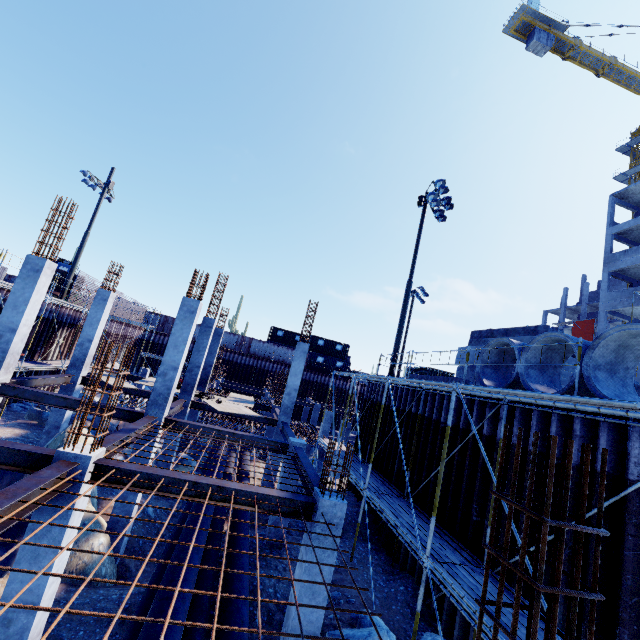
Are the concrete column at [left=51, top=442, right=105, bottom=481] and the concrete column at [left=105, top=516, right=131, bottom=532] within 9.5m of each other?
yes

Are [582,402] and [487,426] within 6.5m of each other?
yes

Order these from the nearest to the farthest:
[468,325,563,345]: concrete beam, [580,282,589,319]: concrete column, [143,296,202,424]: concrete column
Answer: [143,296,202,424]: concrete column → [468,325,563,345]: concrete beam → [580,282,589,319]: concrete column

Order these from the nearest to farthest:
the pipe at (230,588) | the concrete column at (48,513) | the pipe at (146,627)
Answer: the pipe at (146,627), the concrete column at (48,513), the pipe at (230,588)

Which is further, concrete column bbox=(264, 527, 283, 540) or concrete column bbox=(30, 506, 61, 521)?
concrete column bbox=(264, 527, 283, 540)

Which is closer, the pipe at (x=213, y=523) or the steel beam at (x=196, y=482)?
the steel beam at (x=196, y=482)

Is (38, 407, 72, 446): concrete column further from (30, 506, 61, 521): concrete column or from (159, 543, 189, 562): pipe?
(30, 506, 61, 521): concrete column

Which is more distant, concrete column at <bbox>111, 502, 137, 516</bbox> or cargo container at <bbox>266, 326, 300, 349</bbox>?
cargo container at <bbox>266, 326, 300, 349</bbox>
